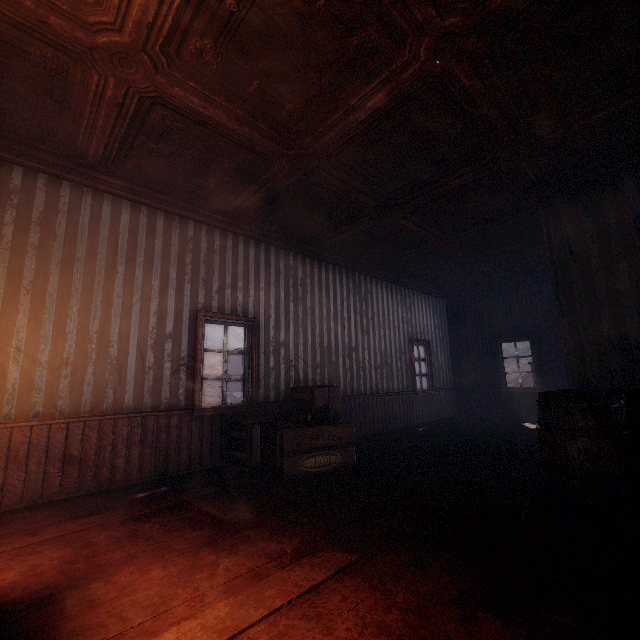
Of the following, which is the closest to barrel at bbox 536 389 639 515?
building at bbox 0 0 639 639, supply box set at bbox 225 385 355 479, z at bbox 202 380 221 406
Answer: building at bbox 0 0 639 639

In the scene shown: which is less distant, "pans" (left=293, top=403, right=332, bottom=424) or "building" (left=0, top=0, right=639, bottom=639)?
"building" (left=0, top=0, right=639, bottom=639)

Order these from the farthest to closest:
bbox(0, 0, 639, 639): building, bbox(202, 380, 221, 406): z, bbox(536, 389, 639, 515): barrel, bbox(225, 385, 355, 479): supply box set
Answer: bbox(202, 380, 221, 406): z, bbox(225, 385, 355, 479): supply box set, bbox(536, 389, 639, 515): barrel, bbox(0, 0, 639, 639): building

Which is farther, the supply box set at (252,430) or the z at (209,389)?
the z at (209,389)

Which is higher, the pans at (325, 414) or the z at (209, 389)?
the pans at (325, 414)

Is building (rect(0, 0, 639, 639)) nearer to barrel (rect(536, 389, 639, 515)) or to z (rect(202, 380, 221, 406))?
barrel (rect(536, 389, 639, 515))

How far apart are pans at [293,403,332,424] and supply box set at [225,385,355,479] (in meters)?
0.03

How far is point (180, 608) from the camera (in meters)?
1.77
